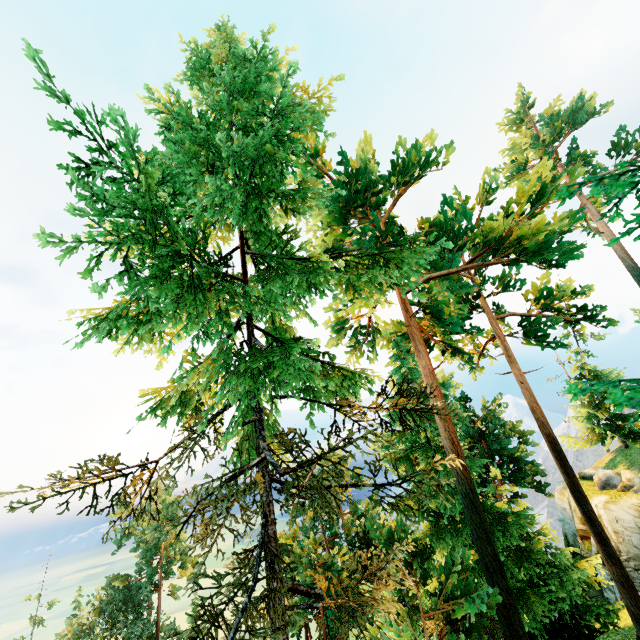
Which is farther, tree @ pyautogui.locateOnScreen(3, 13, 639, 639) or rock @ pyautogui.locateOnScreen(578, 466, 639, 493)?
rock @ pyautogui.locateOnScreen(578, 466, 639, 493)

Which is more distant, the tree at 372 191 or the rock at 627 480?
the rock at 627 480

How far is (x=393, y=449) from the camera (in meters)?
15.33
